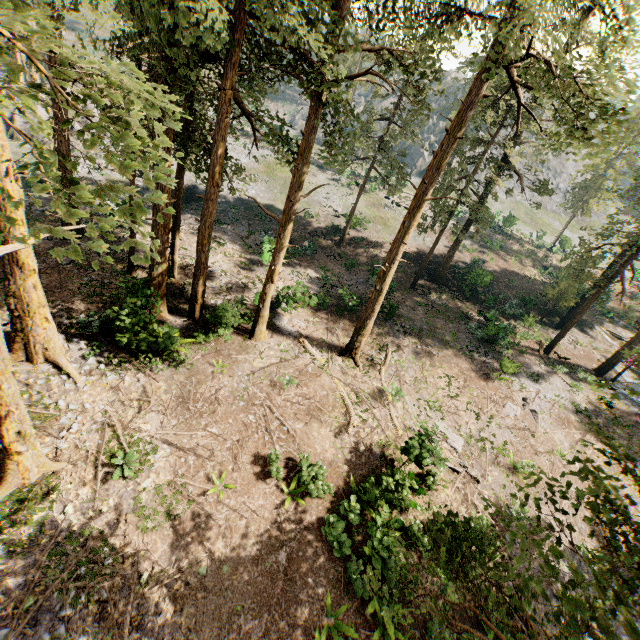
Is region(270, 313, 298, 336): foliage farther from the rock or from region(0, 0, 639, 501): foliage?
the rock

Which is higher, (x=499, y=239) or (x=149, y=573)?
(x=499, y=239)

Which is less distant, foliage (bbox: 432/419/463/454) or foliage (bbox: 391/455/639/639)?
foliage (bbox: 391/455/639/639)

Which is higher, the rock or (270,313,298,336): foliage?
the rock

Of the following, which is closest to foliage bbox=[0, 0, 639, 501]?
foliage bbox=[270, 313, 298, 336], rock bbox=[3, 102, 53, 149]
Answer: rock bbox=[3, 102, 53, 149]

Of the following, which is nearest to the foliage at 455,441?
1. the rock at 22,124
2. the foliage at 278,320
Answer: the rock at 22,124

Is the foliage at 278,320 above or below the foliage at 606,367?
below

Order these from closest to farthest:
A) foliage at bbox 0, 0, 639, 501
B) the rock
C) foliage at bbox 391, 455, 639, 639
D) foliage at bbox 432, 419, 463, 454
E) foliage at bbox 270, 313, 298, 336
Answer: foliage at bbox 391, 455, 639, 639, foliage at bbox 0, 0, 639, 501, foliage at bbox 432, 419, 463, 454, foliage at bbox 270, 313, 298, 336, the rock
